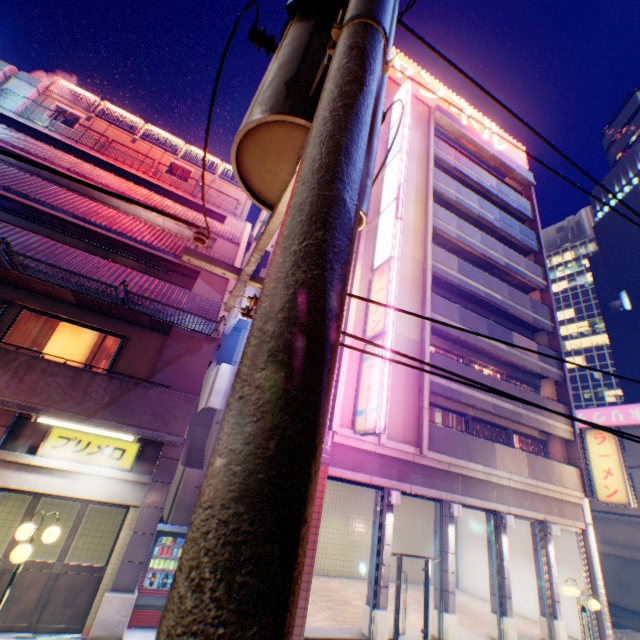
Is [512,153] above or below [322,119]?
above

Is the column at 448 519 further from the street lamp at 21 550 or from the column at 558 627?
the street lamp at 21 550

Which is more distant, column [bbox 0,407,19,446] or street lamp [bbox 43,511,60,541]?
column [bbox 0,407,19,446]

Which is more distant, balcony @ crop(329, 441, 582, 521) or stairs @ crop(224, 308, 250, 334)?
stairs @ crop(224, 308, 250, 334)

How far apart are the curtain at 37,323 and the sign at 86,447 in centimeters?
185cm

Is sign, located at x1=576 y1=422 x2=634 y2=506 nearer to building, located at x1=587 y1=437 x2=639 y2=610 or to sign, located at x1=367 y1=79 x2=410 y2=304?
building, located at x1=587 y1=437 x2=639 y2=610

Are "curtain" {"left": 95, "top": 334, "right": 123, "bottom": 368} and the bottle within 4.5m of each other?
no

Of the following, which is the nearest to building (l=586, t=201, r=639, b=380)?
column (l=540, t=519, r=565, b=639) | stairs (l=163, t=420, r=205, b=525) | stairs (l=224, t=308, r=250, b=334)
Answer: column (l=540, t=519, r=565, b=639)
